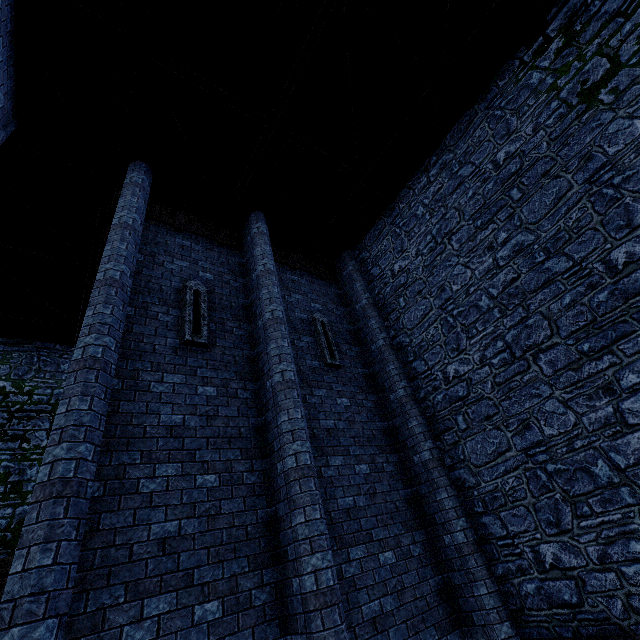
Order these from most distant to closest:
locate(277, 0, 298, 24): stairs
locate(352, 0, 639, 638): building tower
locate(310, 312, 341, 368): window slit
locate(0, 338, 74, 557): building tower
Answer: locate(0, 338, 74, 557): building tower, locate(310, 312, 341, 368): window slit, locate(277, 0, 298, 24): stairs, locate(352, 0, 639, 638): building tower

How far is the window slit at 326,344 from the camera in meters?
8.0 m

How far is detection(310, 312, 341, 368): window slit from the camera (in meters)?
7.99

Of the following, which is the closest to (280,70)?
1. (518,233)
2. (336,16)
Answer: (336,16)

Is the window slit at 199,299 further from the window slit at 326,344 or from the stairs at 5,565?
the stairs at 5,565

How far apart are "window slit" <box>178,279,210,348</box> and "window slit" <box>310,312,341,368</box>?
2.8 meters

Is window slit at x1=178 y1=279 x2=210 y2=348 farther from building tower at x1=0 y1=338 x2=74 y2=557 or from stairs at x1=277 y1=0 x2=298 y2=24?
stairs at x1=277 y1=0 x2=298 y2=24

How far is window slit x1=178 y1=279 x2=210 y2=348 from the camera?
6.14m
